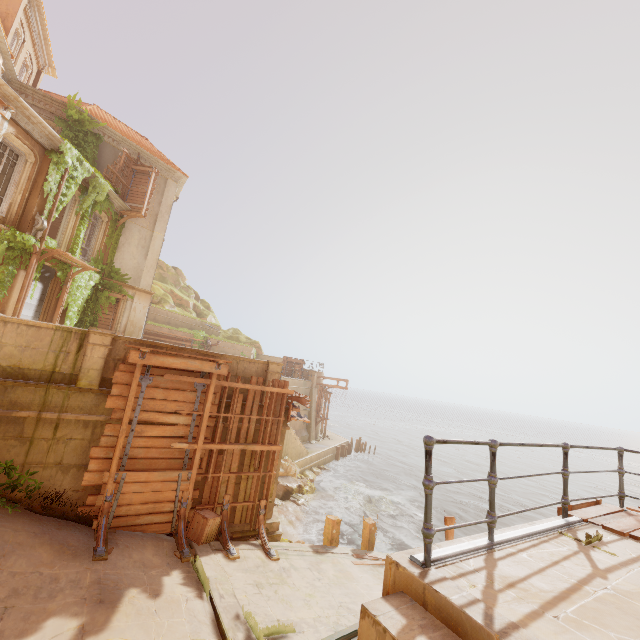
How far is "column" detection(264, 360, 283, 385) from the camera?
11.1m

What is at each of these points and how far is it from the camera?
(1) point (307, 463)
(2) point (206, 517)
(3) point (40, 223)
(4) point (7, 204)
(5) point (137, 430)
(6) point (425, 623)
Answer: (1) building, 25.6 meters
(2) crate, 8.7 meters
(3) lamp, 13.2 meters
(4) window, 12.7 meters
(5) wood, 8.7 meters
(6) stairs, 2.2 meters

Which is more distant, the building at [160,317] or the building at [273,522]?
the building at [160,317]

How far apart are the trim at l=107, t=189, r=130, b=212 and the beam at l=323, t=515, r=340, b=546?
19.0m

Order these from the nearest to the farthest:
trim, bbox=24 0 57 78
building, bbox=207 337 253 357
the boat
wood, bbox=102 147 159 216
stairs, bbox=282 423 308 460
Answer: the boat, trim, bbox=24 0 57 78, wood, bbox=102 147 159 216, stairs, bbox=282 423 308 460, building, bbox=207 337 253 357

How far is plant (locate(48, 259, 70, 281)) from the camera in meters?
14.9 m

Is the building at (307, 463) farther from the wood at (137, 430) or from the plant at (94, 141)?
the plant at (94, 141)

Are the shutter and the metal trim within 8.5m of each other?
no
